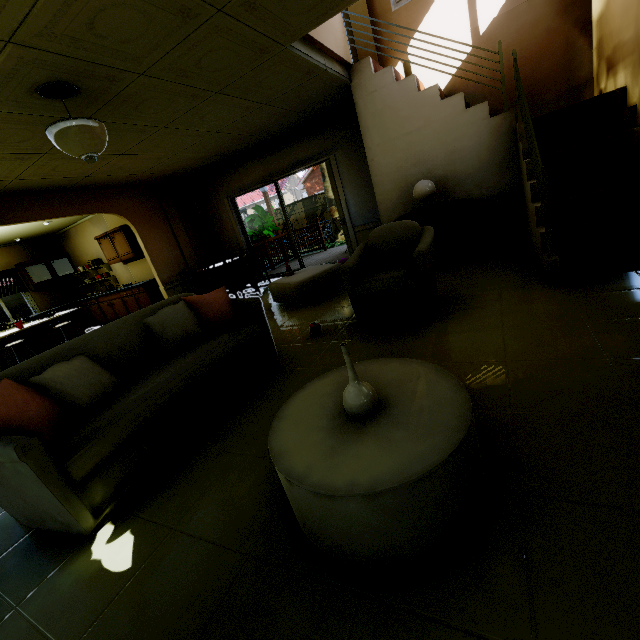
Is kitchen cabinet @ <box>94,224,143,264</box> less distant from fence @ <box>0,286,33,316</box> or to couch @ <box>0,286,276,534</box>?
fence @ <box>0,286,33,316</box>

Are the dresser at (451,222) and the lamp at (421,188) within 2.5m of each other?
yes

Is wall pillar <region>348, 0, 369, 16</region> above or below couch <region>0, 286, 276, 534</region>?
above

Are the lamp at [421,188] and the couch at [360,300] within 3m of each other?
yes

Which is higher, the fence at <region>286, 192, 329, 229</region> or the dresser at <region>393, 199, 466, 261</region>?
the fence at <region>286, 192, 329, 229</region>

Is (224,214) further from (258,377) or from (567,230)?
(567,230)

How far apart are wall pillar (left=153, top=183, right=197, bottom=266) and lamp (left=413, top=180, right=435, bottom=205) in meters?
5.4

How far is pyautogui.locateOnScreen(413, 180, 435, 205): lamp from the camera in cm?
443
